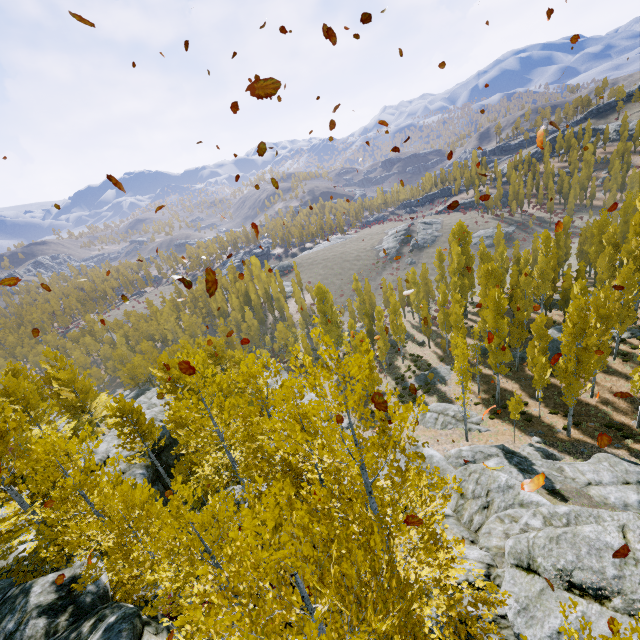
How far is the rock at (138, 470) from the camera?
20.19m

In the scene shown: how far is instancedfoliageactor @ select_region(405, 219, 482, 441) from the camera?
25.05m

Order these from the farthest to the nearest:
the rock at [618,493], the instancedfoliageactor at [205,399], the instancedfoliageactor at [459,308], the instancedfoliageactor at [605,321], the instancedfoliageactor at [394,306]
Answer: the instancedfoliageactor at [394,306], the instancedfoliageactor at [459,308], the instancedfoliageactor at [605,321], the rock at [618,493], the instancedfoliageactor at [205,399]

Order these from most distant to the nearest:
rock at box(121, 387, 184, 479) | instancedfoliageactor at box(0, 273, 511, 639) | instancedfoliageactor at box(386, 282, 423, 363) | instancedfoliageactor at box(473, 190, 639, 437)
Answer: instancedfoliageactor at box(386, 282, 423, 363) → instancedfoliageactor at box(473, 190, 639, 437) → rock at box(121, 387, 184, 479) → instancedfoliageactor at box(0, 273, 511, 639)

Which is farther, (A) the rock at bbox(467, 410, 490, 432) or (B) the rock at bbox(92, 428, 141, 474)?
(A) the rock at bbox(467, 410, 490, 432)

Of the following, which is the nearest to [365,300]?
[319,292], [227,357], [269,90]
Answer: [319,292]

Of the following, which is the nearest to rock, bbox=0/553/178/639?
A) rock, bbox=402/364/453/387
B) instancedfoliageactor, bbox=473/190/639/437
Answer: instancedfoliageactor, bbox=473/190/639/437

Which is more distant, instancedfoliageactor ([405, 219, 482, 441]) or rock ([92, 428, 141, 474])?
instancedfoliageactor ([405, 219, 482, 441])
